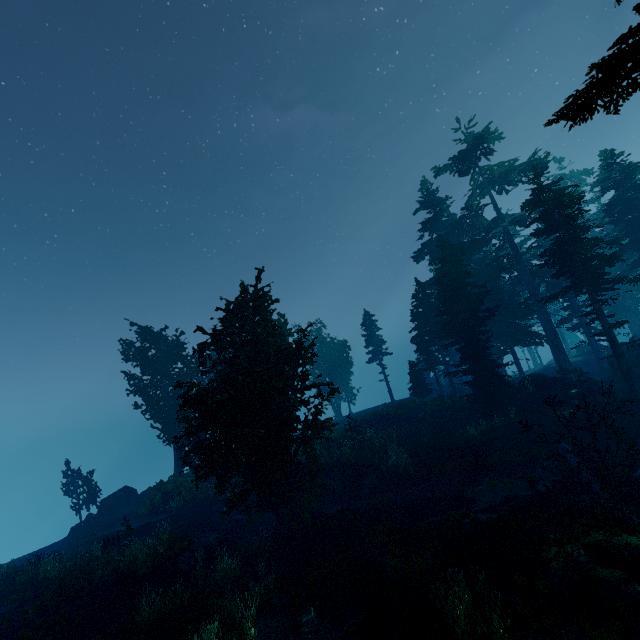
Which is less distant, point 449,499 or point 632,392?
point 449,499

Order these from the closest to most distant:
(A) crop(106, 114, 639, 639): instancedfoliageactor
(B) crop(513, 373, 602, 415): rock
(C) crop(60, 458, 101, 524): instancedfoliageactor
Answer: (A) crop(106, 114, 639, 639): instancedfoliageactor
(B) crop(513, 373, 602, 415): rock
(C) crop(60, 458, 101, 524): instancedfoliageactor

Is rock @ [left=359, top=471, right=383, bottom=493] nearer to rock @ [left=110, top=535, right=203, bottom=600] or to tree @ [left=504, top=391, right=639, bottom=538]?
tree @ [left=504, top=391, right=639, bottom=538]

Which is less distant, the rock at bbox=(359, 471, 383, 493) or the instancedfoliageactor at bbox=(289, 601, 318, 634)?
the instancedfoliageactor at bbox=(289, 601, 318, 634)

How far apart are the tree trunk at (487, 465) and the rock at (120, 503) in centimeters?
3028cm

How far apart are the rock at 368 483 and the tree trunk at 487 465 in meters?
5.5

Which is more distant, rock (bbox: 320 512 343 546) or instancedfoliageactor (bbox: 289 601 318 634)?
rock (bbox: 320 512 343 546)

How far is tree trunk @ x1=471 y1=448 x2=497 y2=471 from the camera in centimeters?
1855cm
